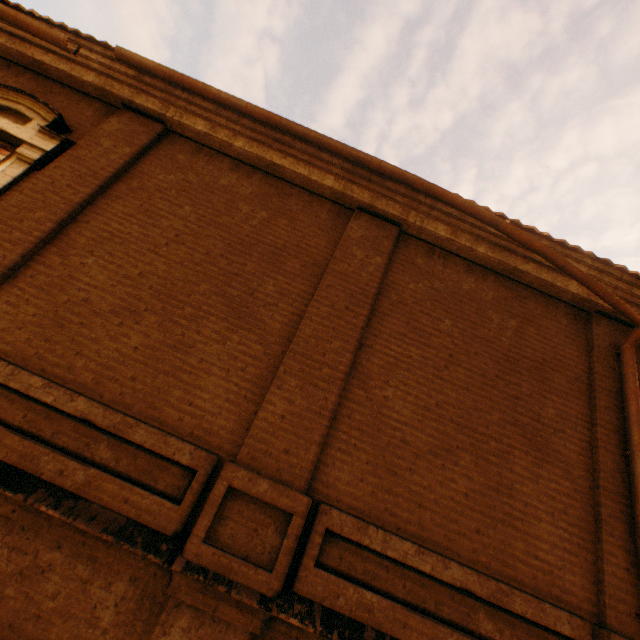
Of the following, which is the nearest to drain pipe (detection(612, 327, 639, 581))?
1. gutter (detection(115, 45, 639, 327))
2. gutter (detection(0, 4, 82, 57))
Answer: gutter (detection(115, 45, 639, 327))

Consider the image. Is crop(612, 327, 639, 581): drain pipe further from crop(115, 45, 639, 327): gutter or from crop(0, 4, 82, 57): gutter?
crop(0, 4, 82, 57): gutter

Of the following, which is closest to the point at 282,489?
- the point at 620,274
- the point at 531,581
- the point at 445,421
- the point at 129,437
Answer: the point at 129,437

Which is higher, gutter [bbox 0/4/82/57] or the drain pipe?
gutter [bbox 0/4/82/57]

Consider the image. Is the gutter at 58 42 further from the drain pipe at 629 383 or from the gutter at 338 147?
the drain pipe at 629 383
